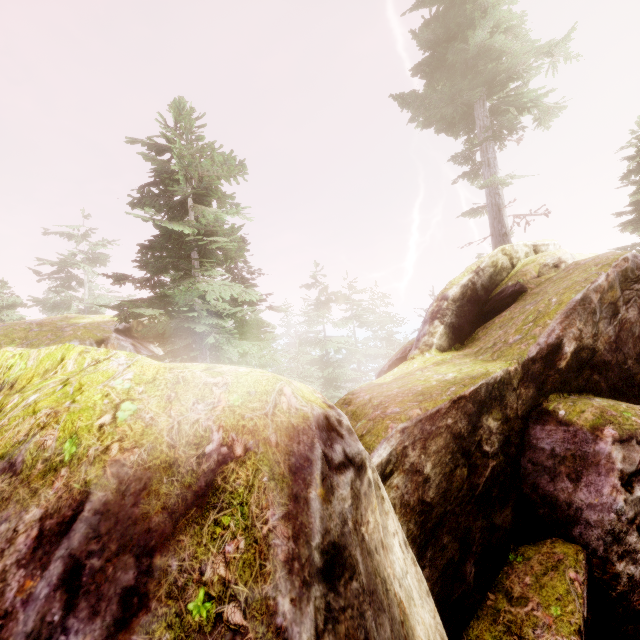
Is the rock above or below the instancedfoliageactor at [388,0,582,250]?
below

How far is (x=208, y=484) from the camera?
1.8 meters

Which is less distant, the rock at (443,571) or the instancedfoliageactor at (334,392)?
the rock at (443,571)

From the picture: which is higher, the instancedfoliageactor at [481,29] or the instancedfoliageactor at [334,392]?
the instancedfoliageactor at [481,29]

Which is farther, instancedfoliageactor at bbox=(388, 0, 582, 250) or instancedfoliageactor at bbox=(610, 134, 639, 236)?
instancedfoliageactor at bbox=(610, 134, 639, 236)

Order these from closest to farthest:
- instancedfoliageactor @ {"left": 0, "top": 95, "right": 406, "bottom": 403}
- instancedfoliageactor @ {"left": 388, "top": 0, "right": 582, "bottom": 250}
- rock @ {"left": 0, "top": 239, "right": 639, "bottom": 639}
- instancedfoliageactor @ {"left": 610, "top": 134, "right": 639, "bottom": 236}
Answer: rock @ {"left": 0, "top": 239, "right": 639, "bottom": 639}, instancedfoliageactor @ {"left": 0, "top": 95, "right": 406, "bottom": 403}, instancedfoliageactor @ {"left": 388, "top": 0, "right": 582, "bottom": 250}, instancedfoliageactor @ {"left": 610, "top": 134, "right": 639, "bottom": 236}

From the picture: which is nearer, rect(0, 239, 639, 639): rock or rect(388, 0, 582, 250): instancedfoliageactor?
rect(0, 239, 639, 639): rock
